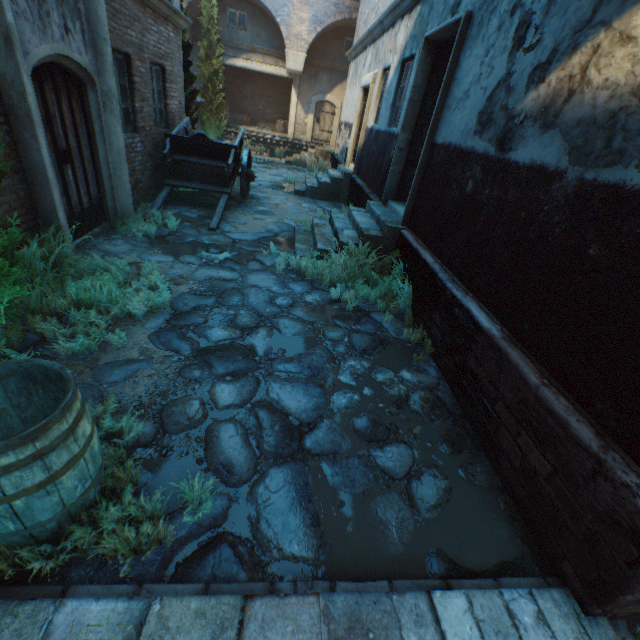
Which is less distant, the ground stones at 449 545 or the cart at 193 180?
the ground stones at 449 545

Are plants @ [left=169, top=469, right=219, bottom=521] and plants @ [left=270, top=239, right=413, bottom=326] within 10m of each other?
yes

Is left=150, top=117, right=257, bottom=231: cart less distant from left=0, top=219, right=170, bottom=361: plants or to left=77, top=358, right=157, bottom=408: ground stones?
left=77, top=358, right=157, bottom=408: ground stones

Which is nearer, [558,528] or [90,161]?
[558,528]

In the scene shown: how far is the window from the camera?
16.4m

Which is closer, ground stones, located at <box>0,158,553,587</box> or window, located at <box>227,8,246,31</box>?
ground stones, located at <box>0,158,553,587</box>

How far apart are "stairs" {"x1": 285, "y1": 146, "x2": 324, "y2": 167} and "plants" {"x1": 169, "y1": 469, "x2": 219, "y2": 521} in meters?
17.4

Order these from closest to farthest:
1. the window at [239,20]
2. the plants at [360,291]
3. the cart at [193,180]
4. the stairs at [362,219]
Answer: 1. the plants at [360,291]
2. the stairs at [362,219]
3. the cart at [193,180]
4. the window at [239,20]
